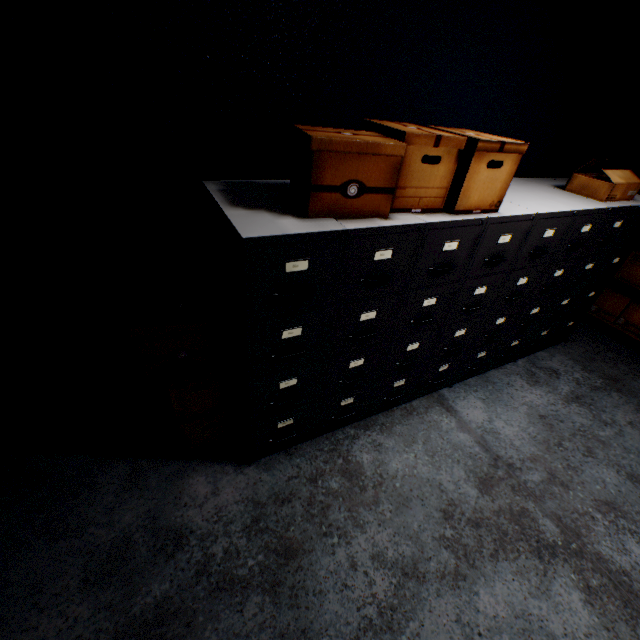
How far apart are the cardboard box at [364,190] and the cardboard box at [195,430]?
0.58m

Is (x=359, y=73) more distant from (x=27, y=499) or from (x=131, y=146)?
(x=27, y=499)

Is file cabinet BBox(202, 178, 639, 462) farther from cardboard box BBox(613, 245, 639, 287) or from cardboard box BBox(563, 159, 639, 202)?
cardboard box BBox(613, 245, 639, 287)

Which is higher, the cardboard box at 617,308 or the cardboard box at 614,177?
the cardboard box at 614,177

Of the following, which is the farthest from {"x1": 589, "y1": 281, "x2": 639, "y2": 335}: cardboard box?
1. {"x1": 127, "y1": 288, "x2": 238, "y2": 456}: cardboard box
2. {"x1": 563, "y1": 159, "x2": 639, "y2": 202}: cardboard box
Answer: {"x1": 127, "y1": 288, "x2": 238, "y2": 456}: cardboard box

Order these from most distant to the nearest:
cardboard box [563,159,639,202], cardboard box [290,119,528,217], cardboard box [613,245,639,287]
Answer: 1. cardboard box [613,245,639,287]
2. cardboard box [563,159,639,202]
3. cardboard box [290,119,528,217]

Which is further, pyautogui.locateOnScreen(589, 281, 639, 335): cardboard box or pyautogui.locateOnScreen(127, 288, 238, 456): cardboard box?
pyautogui.locateOnScreen(589, 281, 639, 335): cardboard box

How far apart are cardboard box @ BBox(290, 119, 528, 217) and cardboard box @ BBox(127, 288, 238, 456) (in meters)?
0.58
